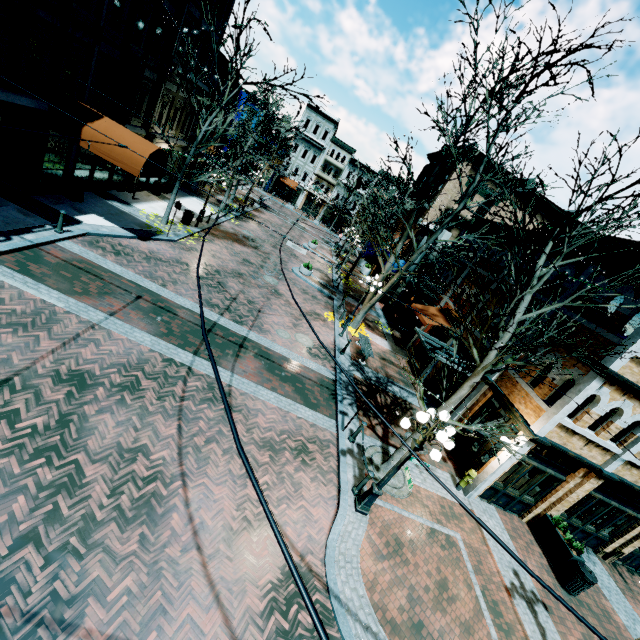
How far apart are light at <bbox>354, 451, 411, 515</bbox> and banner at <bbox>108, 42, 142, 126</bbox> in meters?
17.4

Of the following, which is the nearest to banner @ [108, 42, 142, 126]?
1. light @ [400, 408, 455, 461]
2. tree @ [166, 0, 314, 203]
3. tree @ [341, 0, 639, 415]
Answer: tree @ [166, 0, 314, 203]

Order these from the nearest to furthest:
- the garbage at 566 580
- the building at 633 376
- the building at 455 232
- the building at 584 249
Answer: the building at 633 376 < the garbage at 566 580 < the building at 584 249 < the building at 455 232

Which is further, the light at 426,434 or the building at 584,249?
the building at 584,249

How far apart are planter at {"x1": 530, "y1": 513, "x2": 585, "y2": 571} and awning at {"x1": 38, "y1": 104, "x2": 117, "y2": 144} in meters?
19.8

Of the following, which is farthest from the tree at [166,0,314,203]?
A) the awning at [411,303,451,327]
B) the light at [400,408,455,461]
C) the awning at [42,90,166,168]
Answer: the light at [400,408,455,461]

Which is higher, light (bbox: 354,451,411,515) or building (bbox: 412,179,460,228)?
building (bbox: 412,179,460,228)

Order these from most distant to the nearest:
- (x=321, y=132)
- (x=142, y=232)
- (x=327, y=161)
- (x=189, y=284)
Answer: (x=327, y=161), (x=321, y=132), (x=142, y=232), (x=189, y=284)
